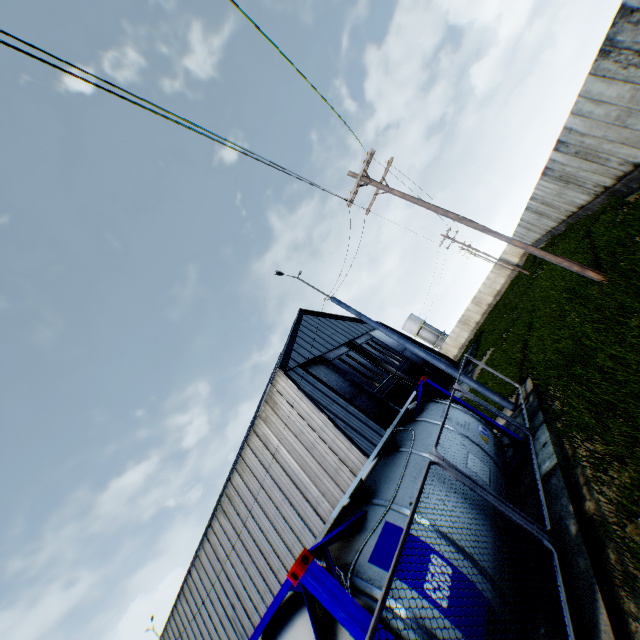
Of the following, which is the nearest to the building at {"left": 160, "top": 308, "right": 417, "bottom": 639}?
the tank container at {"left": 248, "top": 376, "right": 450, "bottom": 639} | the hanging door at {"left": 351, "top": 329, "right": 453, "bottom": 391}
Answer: the hanging door at {"left": 351, "top": 329, "right": 453, "bottom": 391}

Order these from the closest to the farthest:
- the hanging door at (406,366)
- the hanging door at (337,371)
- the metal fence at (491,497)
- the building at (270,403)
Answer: the metal fence at (491,497) → the building at (270,403) → the hanging door at (337,371) → the hanging door at (406,366)

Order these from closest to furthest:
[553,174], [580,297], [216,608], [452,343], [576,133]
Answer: Result: [580,297] < [576,133] < [553,174] < [216,608] < [452,343]

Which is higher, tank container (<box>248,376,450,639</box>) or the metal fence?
tank container (<box>248,376,450,639</box>)

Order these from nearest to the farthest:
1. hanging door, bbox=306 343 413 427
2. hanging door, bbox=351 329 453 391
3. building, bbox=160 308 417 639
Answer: building, bbox=160 308 417 639 → hanging door, bbox=306 343 413 427 → hanging door, bbox=351 329 453 391

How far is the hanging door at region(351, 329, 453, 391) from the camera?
32.0m

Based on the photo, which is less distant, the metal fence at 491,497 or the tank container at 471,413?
the metal fence at 491,497

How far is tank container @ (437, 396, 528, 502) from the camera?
6.29m
